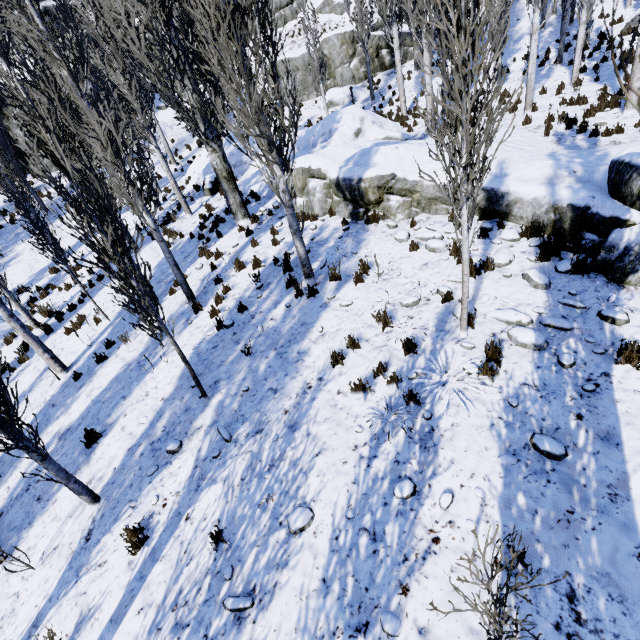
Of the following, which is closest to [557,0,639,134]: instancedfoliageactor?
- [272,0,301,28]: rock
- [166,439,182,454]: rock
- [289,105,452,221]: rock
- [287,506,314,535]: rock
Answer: [289,105,452,221]: rock

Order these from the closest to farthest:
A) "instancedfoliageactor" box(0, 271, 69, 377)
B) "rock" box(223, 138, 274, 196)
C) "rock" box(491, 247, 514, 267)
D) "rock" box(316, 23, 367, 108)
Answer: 1. "rock" box(491, 247, 514, 267)
2. "instancedfoliageactor" box(0, 271, 69, 377)
3. "rock" box(223, 138, 274, 196)
4. "rock" box(316, 23, 367, 108)

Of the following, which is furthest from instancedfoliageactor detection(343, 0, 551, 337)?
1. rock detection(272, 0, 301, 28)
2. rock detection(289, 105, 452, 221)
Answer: rock detection(272, 0, 301, 28)

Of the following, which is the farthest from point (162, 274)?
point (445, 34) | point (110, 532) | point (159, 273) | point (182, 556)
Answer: point (445, 34)

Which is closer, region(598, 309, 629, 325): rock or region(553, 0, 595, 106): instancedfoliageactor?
region(598, 309, 629, 325): rock

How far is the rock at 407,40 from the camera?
24.3m

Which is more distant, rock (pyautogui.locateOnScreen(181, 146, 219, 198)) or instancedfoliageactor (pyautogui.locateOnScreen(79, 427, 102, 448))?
rock (pyautogui.locateOnScreen(181, 146, 219, 198))

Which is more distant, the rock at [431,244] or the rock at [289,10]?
the rock at [289,10]
